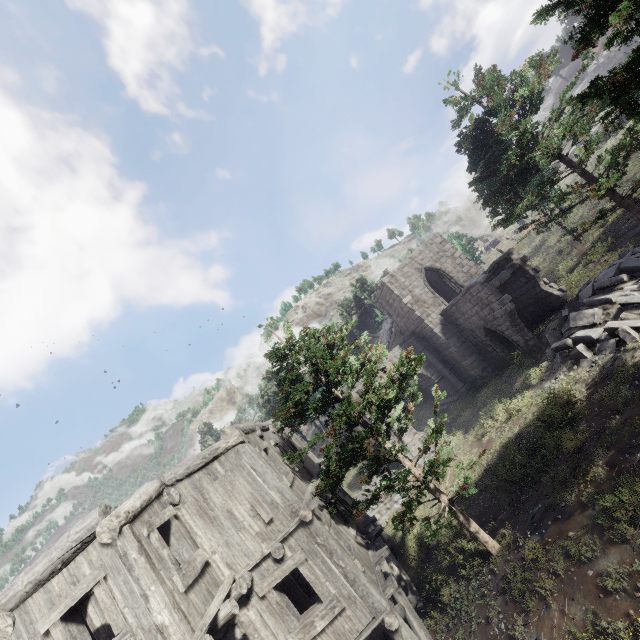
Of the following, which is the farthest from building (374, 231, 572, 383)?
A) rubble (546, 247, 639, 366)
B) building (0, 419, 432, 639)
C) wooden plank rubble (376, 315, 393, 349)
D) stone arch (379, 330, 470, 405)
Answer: building (0, 419, 432, 639)

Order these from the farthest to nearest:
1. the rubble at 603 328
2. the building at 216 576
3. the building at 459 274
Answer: the building at 459 274 → the rubble at 603 328 → the building at 216 576

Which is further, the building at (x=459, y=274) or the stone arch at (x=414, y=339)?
the stone arch at (x=414, y=339)

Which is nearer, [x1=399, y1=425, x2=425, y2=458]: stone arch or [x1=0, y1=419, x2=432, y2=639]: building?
[x1=0, y1=419, x2=432, y2=639]: building

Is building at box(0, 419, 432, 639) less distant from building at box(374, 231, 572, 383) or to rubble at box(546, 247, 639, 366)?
rubble at box(546, 247, 639, 366)

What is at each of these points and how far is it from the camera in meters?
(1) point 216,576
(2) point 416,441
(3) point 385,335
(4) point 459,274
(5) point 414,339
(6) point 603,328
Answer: (1) building, 7.5 m
(2) stone arch, 21.6 m
(3) wooden plank rubble, 34.1 m
(4) building, 23.2 m
(5) stone arch, 24.3 m
(6) rubble, 12.2 m
